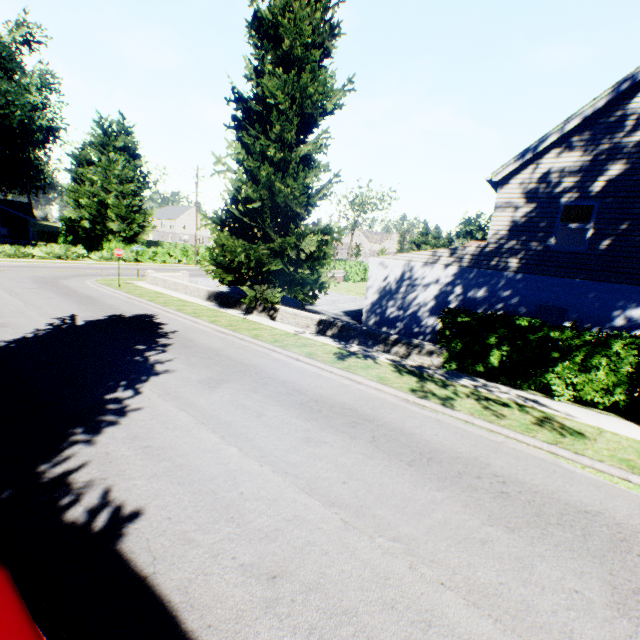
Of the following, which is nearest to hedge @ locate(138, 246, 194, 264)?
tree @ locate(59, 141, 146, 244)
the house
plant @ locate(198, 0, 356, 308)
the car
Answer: tree @ locate(59, 141, 146, 244)

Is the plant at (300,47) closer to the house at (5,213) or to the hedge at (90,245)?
the hedge at (90,245)

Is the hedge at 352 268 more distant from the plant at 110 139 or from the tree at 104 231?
the plant at 110 139

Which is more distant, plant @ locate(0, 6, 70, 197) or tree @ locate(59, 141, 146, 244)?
tree @ locate(59, 141, 146, 244)

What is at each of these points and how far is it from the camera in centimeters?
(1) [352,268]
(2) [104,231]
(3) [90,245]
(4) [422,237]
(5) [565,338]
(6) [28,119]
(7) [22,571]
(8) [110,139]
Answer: (1) hedge, 4050cm
(2) tree, 4381cm
(3) hedge, 4759cm
(4) tree, 5584cm
(5) hedge, 970cm
(6) plant, 2764cm
(7) car, 222cm
(8) plant, 5916cm

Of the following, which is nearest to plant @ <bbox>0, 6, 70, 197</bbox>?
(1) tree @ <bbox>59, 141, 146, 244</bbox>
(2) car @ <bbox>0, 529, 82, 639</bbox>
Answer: (2) car @ <bbox>0, 529, 82, 639</bbox>

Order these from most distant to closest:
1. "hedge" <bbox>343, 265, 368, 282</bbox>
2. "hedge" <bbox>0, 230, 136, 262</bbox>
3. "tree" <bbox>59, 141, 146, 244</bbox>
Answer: "tree" <bbox>59, 141, 146, 244</bbox>
"hedge" <bbox>343, 265, 368, 282</bbox>
"hedge" <bbox>0, 230, 136, 262</bbox>

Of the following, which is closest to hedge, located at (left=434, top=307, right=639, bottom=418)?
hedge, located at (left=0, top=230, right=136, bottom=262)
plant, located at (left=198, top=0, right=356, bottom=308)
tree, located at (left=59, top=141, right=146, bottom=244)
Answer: hedge, located at (left=0, top=230, right=136, bottom=262)
